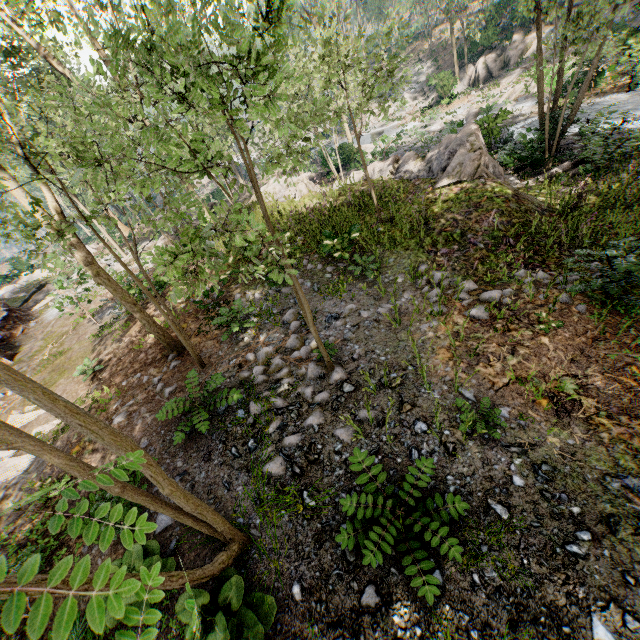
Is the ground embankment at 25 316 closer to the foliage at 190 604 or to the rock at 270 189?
the foliage at 190 604

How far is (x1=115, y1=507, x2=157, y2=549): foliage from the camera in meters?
0.9

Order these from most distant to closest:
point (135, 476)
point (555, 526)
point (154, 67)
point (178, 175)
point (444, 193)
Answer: point (178, 175)
point (444, 193)
point (135, 476)
point (555, 526)
point (154, 67)

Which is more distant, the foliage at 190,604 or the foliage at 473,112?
the foliage at 473,112

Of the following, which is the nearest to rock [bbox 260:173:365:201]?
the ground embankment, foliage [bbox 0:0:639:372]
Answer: foliage [bbox 0:0:639:372]

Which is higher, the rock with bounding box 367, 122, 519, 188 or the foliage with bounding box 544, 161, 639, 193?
the rock with bounding box 367, 122, 519, 188

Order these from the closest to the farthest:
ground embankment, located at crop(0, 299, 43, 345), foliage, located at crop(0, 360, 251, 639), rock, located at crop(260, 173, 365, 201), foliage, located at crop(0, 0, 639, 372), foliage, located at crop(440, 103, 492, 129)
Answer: foliage, located at crop(0, 360, 251, 639) < foliage, located at crop(0, 0, 639, 372) < rock, located at crop(260, 173, 365, 201) < ground embankment, located at crop(0, 299, 43, 345) < foliage, located at crop(440, 103, 492, 129)
